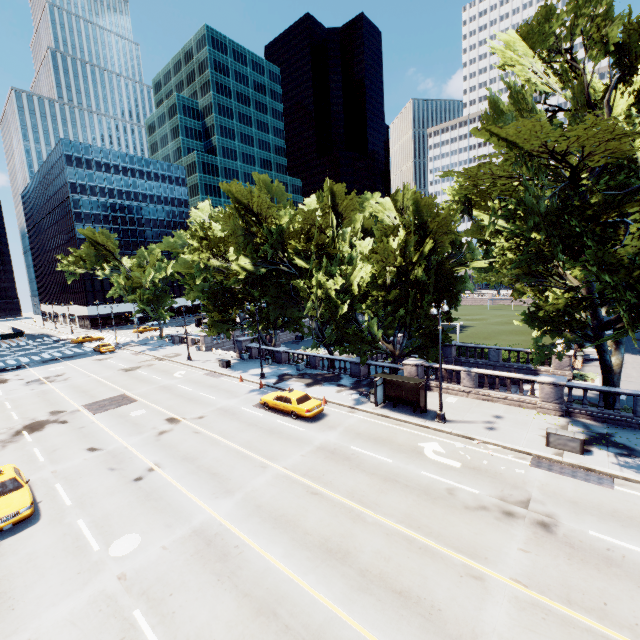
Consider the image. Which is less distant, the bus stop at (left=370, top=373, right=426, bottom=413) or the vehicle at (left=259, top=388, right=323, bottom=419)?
the bus stop at (left=370, top=373, right=426, bottom=413)

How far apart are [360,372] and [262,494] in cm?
1632

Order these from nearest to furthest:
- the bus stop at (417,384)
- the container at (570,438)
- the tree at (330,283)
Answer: the tree at (330,283)
the container at (570,438)
the bus stop at (417,384)

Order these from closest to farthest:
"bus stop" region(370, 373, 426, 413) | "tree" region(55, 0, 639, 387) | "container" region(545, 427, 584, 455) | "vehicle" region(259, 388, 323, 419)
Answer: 1. "tree" region(55, 0, 639, 387)
2. "container" region(545, 427, 584, 455)
3. "bus stop" region(370, 373, 426, 413)
4. "vehicle" region(259, 388, 323, 419)

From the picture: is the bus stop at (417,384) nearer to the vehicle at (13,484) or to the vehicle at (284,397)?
the vehicle at (284,397)

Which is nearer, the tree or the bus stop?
the tree

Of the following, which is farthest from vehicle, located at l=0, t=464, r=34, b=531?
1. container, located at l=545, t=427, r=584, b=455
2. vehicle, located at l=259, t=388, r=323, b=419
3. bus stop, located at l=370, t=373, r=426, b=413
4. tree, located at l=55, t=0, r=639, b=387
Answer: container, located at l=545, t=427, r=584, b=455

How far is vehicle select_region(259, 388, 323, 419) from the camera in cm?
2161
